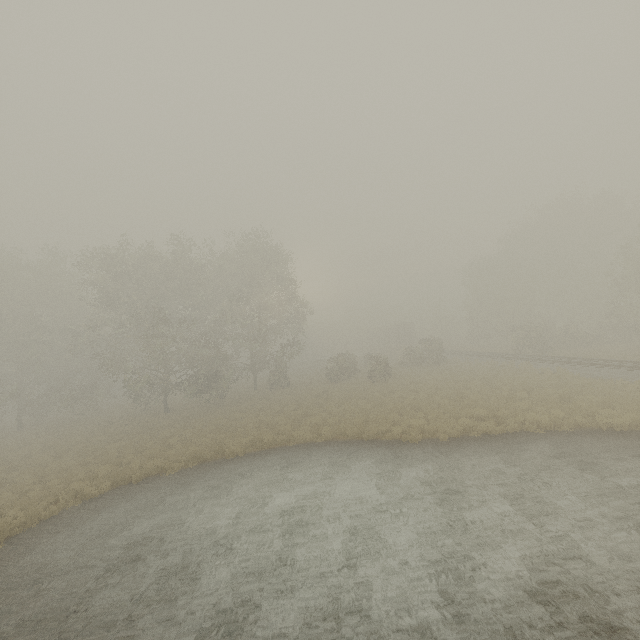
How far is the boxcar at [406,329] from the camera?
58.5m

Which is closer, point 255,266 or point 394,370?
point 255,266

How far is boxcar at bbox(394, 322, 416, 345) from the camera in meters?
58.5

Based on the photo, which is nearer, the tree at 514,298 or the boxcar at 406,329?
the tree at 514,298

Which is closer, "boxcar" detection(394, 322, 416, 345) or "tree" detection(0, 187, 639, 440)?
"tree" detection(0, 187, 639, 440)
